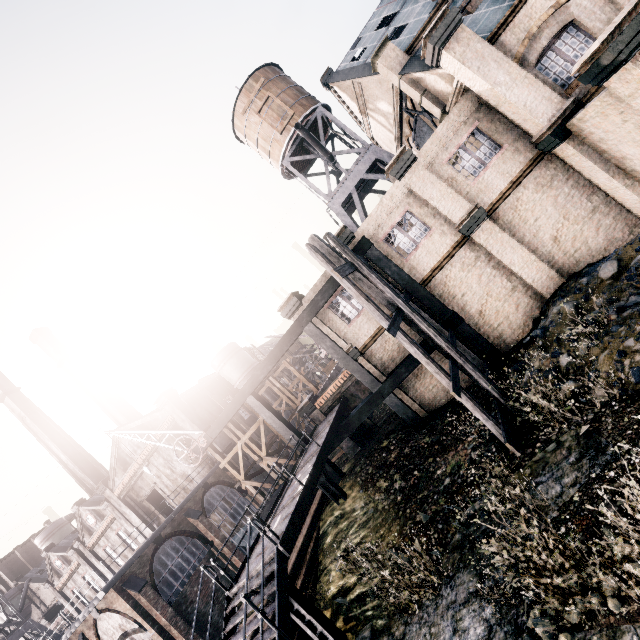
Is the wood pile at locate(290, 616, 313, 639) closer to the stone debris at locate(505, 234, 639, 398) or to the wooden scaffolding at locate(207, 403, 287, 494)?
the wooden scaffolding at locate(207, 403, 287, 494)

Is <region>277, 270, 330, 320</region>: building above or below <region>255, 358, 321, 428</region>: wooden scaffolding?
above

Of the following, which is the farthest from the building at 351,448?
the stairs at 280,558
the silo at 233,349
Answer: the silo at 233,349

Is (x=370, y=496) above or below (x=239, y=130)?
below

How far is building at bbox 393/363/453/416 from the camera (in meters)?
17.77

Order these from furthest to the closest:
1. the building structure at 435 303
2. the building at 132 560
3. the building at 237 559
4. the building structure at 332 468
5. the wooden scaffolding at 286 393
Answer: the wooden scaffolding at 286 393
the building at 237 559
the building at 132 560
the building structure at 332 468
the building structure at 435 303

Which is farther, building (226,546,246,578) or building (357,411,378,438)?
building (226,546,246,578)

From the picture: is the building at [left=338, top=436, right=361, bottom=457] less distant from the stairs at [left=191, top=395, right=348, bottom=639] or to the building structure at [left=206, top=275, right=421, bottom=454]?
the building structure at [left=206, top=275, right=421, bottom=454]
